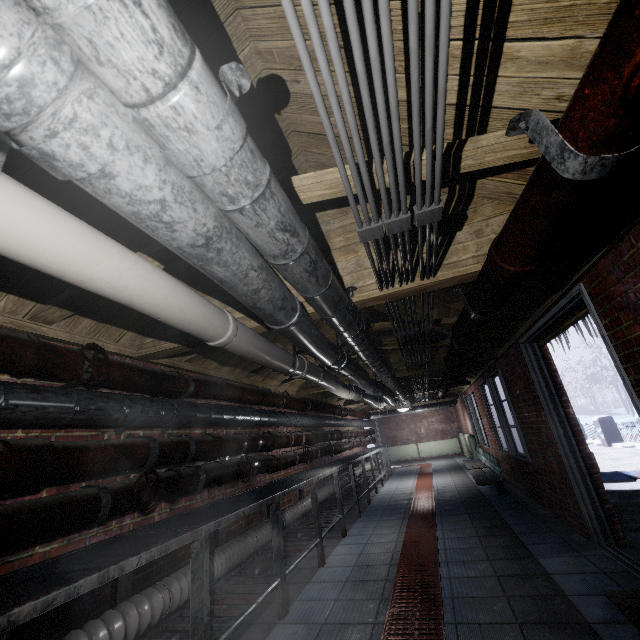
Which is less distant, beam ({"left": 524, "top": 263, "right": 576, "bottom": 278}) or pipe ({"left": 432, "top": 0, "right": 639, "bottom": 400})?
pipe ({"left": 432, "top": 0, "right": 639, "bottom": 400})

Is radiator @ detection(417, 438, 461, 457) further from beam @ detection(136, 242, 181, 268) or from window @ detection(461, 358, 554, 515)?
beam @ detection(136, 242, 181, 268)

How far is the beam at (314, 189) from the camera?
1.4 meters

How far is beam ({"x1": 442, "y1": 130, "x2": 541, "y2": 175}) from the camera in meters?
1.2

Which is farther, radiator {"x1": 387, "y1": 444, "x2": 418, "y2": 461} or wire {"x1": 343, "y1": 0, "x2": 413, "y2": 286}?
radiator {"x1": 387, "y1": 444, "x2": 418, "y2": 461}

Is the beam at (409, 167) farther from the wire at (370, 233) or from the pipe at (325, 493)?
the pipe at (325, 493)

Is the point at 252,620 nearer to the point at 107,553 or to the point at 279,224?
the point at 107,553

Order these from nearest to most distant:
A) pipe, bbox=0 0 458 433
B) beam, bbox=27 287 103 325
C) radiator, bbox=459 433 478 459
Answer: pipe, bbox=0 0 458 433 < beam, bbox=27 287 103 325 < radiator, bbox=459 433 478 459
